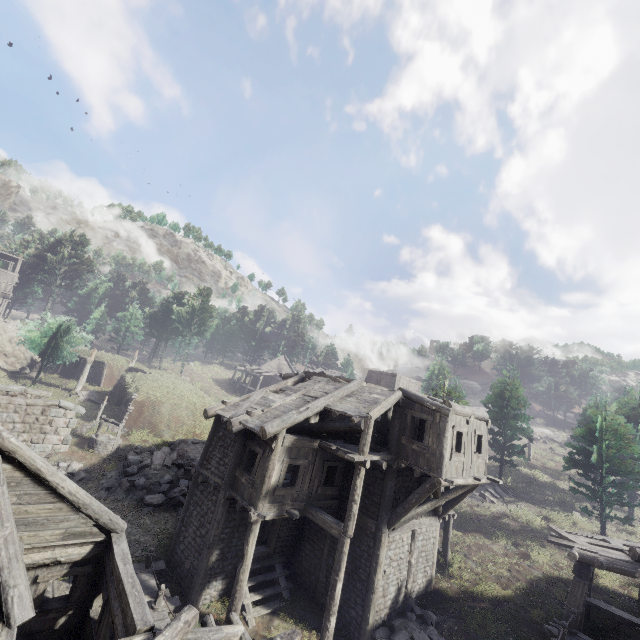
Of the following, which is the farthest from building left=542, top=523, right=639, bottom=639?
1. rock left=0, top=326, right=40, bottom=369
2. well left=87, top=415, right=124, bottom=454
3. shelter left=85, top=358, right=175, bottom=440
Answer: shelter left=85, top=358, right=175, bottom=440

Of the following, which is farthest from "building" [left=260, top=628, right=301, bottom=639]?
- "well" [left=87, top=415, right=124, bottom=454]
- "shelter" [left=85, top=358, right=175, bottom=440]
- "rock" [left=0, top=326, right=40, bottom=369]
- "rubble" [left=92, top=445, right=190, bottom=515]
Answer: "shelter" [left=85, top=358, right=175, bottom=440]

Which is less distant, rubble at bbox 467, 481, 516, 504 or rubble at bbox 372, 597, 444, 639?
rubble at bbox 372, 597, 444, 639

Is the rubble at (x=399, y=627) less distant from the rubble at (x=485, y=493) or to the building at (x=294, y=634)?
the building at (x=294, y=634)

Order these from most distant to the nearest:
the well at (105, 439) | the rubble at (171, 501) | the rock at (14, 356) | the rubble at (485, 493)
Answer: the rock at (14, 356)
the rubble at (485, 493)
the well at (105, 439)
the rubble at (171, 501)

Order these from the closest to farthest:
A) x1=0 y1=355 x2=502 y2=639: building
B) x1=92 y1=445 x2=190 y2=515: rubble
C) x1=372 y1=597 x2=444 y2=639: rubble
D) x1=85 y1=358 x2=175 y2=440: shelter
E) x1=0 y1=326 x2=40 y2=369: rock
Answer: x1=0 y1=355 x2=502 y2=639: building
x1=372 y1=597 x2=444 y2=639: rubble
x1=92 y1=445 x2=190 y2=515: rubble
x1=85 y1=358 x2=175 y2=440: shelter
x1=0 y1=326 x2=40 y2=369: rock

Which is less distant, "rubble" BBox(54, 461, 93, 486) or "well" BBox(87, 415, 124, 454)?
"rubble" BBox(54, 461, 93, 486)

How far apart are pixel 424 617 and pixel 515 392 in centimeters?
2301cm
